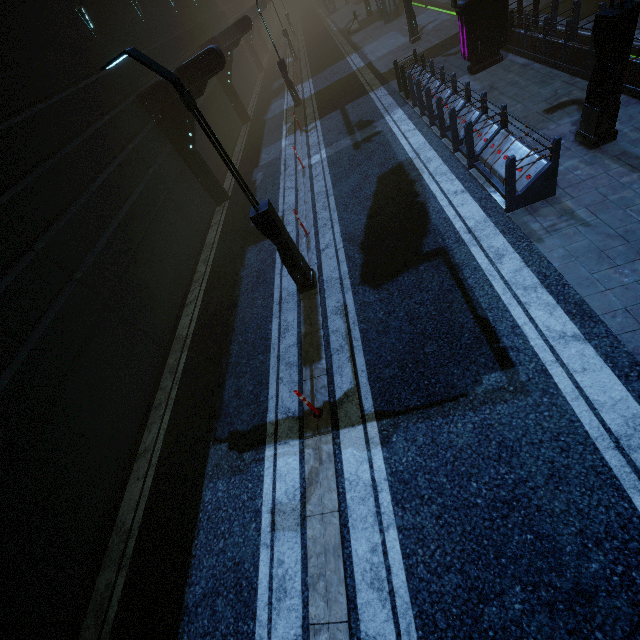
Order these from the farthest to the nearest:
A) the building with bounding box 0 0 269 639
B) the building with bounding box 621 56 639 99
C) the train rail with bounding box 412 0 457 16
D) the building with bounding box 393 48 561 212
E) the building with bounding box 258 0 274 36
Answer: the building with bounding box 258 0 274 36
the train rail with bounding box 412 0 457 16
the building with bounding box 621 56 639 99
the building with bounding box 393 48 561 212
the building with bounding box 0 0 269 639

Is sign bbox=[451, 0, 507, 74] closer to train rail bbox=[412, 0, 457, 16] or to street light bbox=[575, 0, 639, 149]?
train rail bbox=[412, 0, 457, 16]

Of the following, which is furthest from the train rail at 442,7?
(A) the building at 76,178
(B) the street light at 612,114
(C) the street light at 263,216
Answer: (C) the street light at 263,216

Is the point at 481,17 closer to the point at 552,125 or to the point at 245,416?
the point at 552,125

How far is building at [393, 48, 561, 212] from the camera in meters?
6.8 m

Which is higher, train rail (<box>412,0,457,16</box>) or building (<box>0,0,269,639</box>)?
building (<box>0,0,269,639</box>)

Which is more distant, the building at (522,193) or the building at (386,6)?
the building at (386,6)

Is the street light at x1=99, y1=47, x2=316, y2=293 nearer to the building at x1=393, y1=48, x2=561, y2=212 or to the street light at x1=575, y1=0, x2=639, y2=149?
the building at x1=393, y1=48, x2=561, y2=212
